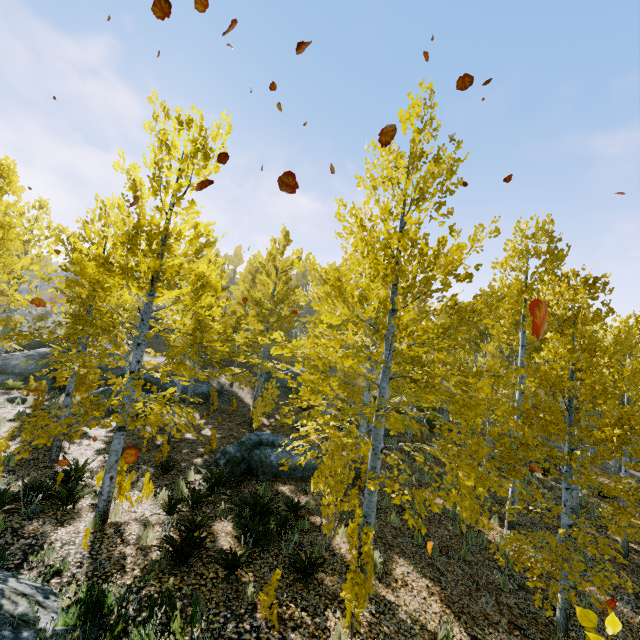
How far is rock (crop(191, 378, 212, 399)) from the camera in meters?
21.3

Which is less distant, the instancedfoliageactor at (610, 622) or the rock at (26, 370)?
the instancedfoliageactor at (610, 622)

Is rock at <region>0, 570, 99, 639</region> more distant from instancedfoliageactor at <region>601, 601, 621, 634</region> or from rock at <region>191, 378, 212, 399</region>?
rock at <region>191, 378, 212, 399</region>

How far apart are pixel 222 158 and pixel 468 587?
9.8m

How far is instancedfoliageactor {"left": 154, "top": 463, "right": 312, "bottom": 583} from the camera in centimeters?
588cm

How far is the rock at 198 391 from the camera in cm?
2131

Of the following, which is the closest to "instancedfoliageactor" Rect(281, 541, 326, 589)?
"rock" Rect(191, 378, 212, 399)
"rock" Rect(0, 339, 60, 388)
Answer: "rock" Rect(191, 378, 212, 399)

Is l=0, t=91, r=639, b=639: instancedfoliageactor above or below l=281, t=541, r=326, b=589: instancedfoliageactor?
above
